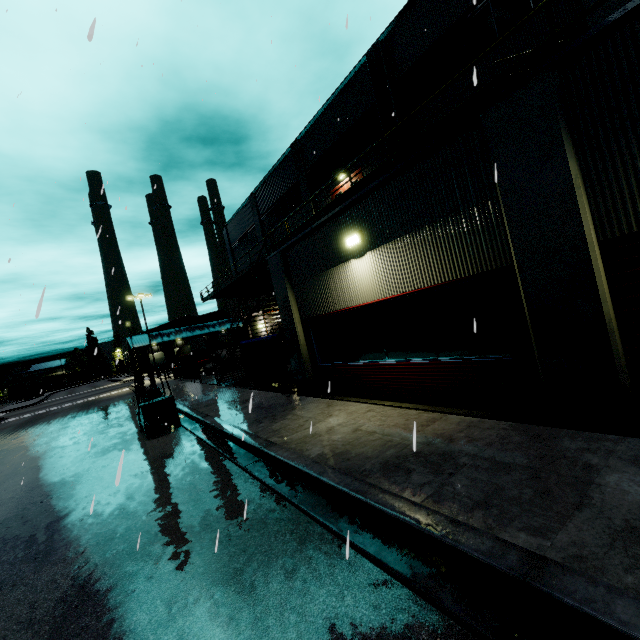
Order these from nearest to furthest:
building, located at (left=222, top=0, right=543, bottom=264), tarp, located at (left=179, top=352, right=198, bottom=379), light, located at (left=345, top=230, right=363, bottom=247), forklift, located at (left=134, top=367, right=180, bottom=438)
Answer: light, located at (left=345, top=230, right=363, bottom=247) < forklift, located at (left=134, top=367, right=180, bottom=438) < building, located at (left=222, top=0, right=543, bottom=264) < tarp, located at (left=179, top=352, right=198, bottom=379)

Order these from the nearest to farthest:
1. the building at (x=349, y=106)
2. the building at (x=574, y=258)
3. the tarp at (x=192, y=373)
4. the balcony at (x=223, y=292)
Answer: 1. the building at (x=574, y=258)
2. the building at (x=349, y=106)
3. the tarp at (x=192, y=373)
4. the balcony at (x=223, y=292)

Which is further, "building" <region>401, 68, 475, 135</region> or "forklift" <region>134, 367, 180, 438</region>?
"building" <region>401, 68, 475, 135</region>

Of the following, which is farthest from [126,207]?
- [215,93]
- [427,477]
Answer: [215,93]

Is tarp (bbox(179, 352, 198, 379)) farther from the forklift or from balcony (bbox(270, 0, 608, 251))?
the forklift

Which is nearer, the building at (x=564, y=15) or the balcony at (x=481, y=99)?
the balcony at (x=481, y=99)

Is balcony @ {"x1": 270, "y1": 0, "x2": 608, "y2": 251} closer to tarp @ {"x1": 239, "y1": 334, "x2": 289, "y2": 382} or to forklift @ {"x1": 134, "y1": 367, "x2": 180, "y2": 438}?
tarp @ {"x1": 239, "y1": 334, "x2": 289, "y2": 382}

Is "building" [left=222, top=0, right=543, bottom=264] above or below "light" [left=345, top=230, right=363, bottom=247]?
above
